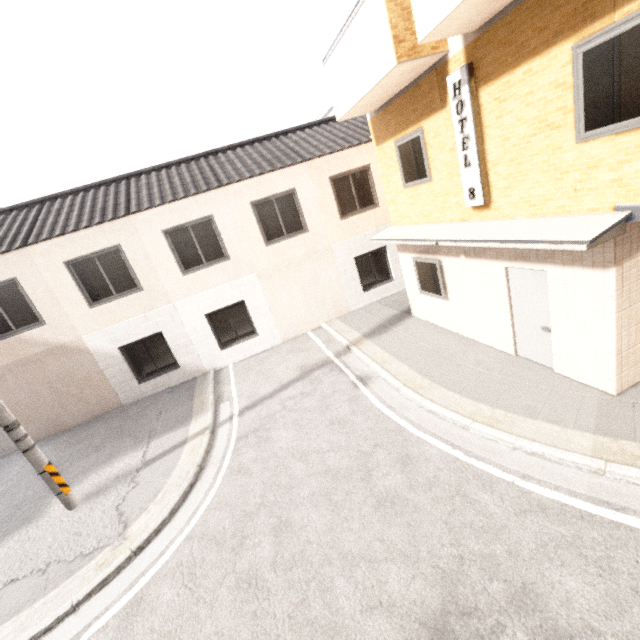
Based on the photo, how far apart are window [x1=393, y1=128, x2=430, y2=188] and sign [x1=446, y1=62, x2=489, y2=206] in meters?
1.1

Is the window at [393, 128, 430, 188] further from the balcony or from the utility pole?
the utility pole

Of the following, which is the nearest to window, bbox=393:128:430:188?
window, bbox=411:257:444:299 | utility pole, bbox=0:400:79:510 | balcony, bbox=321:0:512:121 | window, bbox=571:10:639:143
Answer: balcony, bbox=321:0:512:121

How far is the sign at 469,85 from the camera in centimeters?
552cm

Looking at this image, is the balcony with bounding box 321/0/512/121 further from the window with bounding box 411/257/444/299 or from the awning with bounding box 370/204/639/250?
the window with bounding box 411/257/444/299

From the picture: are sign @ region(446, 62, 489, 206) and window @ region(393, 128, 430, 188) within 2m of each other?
yes

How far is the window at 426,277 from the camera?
8.5m

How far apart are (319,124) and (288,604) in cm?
1536
